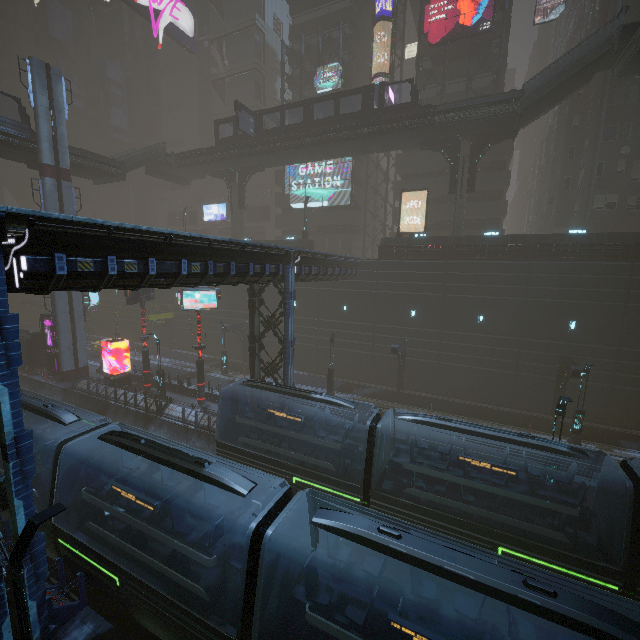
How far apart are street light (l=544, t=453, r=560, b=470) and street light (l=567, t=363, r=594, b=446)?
7.07m

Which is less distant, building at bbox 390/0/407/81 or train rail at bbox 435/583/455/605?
train rail at bbox 435/583/455/605

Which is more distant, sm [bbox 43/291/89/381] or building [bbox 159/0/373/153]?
building [bbox 159/0/373/153]

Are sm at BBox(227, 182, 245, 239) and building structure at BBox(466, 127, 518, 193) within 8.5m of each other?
no

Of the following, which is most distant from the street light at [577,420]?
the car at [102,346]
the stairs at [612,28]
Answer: the car at [102,346]

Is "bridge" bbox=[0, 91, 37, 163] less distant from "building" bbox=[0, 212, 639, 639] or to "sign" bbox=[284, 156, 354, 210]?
"building" bbox=[0, 212, 639, 639]

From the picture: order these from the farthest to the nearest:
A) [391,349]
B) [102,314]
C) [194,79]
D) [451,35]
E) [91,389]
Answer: [194,79], [102,314], [451,35], [91,389], [391,349]

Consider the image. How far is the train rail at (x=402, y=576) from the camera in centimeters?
1258cm
